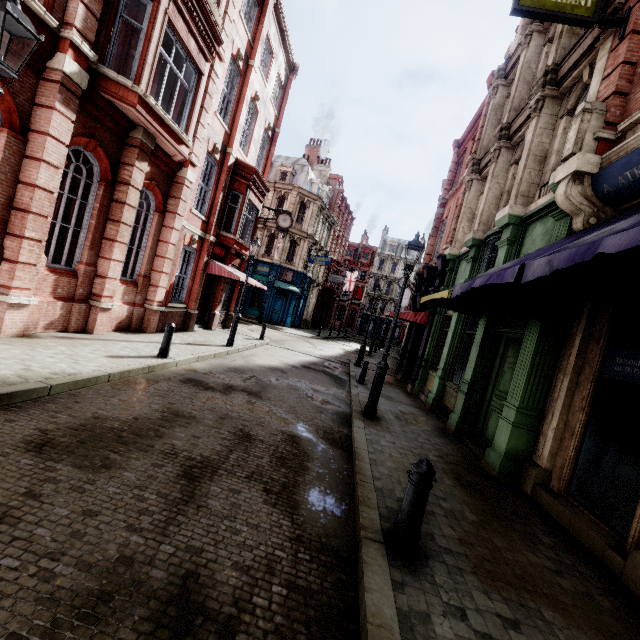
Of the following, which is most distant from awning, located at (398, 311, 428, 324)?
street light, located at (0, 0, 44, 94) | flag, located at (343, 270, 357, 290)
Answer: flag, located at (343, 270, 357, 290)

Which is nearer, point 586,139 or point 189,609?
point 189,609

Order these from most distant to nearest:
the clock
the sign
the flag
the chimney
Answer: the flag < the chimney < the clock < the sign

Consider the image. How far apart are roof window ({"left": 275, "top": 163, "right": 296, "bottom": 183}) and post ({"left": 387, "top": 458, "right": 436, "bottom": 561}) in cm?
3373

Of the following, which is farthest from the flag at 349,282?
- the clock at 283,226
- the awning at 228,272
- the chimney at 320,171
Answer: the awning at 228,272

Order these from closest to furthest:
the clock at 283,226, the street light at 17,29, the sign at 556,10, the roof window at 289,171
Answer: the street light at 17,29, the sign at 556,10, the clock at 283,226, the roof window at 289,171

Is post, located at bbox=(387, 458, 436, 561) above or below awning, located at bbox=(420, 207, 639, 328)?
below

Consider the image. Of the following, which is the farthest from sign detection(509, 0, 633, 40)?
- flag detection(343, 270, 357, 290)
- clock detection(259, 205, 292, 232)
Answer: flag detection(343, 270, 357, 290)
